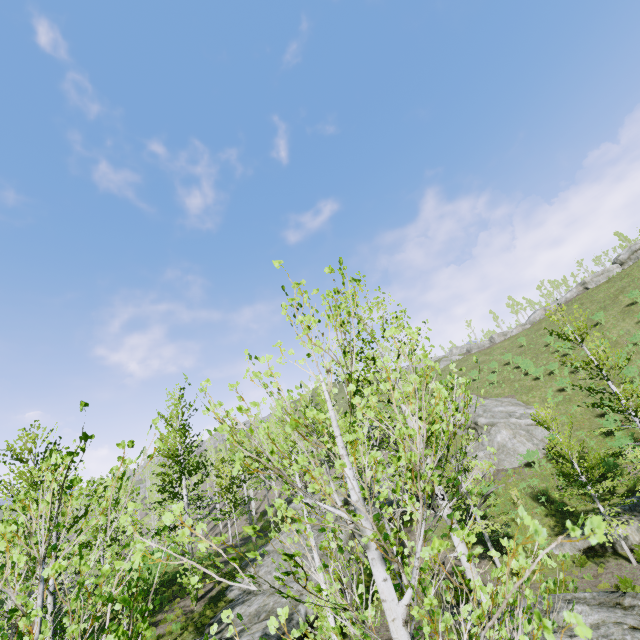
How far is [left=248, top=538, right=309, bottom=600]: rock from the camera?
15.14m

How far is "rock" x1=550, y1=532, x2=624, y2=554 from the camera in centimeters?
1586cm

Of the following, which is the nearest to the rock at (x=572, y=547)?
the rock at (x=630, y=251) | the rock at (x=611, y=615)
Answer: the rock at (x=611, y=615)

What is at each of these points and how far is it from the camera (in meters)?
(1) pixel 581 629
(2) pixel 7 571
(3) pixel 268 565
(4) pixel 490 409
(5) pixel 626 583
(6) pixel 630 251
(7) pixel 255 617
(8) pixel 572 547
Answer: (1) instancedfoliageactor, 0.62
(2) instancedfoliageactor, 5.48
(3) rock, 19.27
(4) rock, 33.59
(5) instancedfoliageactor, 12.69
(6) rock, 46.75
(7) rock, 13.86
(8) rock, 17.00

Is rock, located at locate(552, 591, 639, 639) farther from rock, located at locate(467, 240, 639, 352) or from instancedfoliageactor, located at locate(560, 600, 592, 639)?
rock, located at locate(467, 240, 639, 352)

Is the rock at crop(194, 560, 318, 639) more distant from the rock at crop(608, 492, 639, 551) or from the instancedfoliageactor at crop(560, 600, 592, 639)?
the rock at crop(608, 492, 639, 551)

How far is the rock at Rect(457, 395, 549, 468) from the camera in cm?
2783

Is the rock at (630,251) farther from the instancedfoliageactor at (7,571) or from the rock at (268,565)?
the rock at (268,565)
